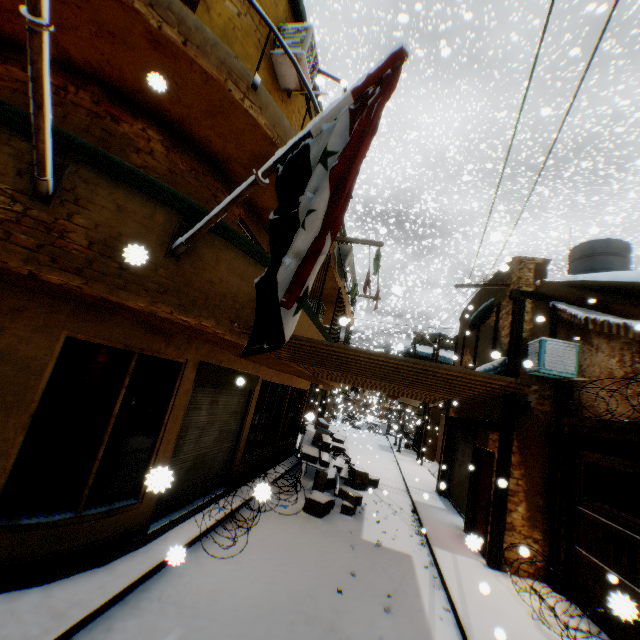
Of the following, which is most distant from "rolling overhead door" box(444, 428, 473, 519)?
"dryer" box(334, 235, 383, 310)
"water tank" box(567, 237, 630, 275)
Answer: "water tank" box(567, 237, 630, 275)

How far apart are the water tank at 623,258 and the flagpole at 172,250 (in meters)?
11.85

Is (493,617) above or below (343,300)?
below

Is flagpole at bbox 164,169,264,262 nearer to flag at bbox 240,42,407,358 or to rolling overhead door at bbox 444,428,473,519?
flag at bbox 240,42,407,358

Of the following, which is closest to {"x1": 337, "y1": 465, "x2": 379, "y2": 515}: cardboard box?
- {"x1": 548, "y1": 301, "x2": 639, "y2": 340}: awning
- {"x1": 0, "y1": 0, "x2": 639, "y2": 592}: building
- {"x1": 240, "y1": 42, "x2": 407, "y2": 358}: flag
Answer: {"x1": 0, "y1": 0, "x2": 639, "y2": 592}: building

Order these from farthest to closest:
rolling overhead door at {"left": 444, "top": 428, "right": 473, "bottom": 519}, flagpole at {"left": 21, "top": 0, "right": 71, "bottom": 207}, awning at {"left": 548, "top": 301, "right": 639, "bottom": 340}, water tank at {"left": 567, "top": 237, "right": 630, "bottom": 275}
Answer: rolling overhead door at {"left": 444, "top": 428, "right": 473, "bottom": 519} < water tank at {"left": 567, "top": 237, "right": 630, "bottom": 275} < awning at {"left": 548, "top": 301, "right": 639, "bottom": 340} < flagpole at {"left": 21, "top": 0, "right": 71, "bottom": 207}

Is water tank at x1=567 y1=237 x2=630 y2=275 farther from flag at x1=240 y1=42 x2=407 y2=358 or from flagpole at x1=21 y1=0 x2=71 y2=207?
flagpole at x1=21 y1=0 x2=71 y2=207

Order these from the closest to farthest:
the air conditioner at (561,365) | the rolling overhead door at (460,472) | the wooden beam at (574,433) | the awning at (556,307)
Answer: the wooden beam at (574,433) < the awning at (556,307) < the air conditioner at (561,365) < the rolling overhead door at (460,472)
